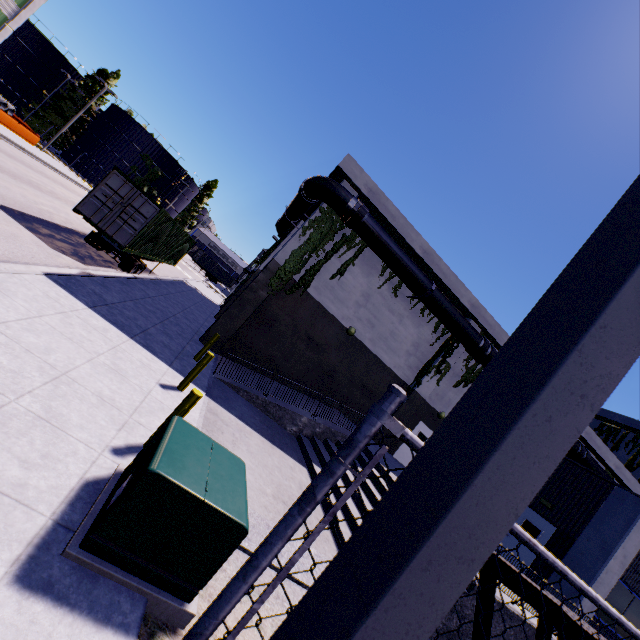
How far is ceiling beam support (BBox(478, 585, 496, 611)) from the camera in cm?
617

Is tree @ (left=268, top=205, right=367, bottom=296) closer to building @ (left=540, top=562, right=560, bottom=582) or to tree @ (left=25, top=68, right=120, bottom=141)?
building @ (left=540, top=562, right=560, bottom=582)

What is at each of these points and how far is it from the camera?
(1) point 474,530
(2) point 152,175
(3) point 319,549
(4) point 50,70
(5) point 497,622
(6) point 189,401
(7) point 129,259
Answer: (1) light, 0.69m
(2) tree, 53.56m
(3) building, 6.63m
(4) silo, 49.78m
(5) building, 7.33m
(6) post, 5.25m
(7) semi trailer, 15.54m

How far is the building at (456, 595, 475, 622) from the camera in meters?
7.0

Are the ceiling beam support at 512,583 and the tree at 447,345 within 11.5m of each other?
yes

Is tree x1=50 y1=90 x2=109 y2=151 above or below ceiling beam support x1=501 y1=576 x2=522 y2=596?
above

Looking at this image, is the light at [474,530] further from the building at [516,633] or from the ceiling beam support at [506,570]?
the ceiling beam support at [506,570]
